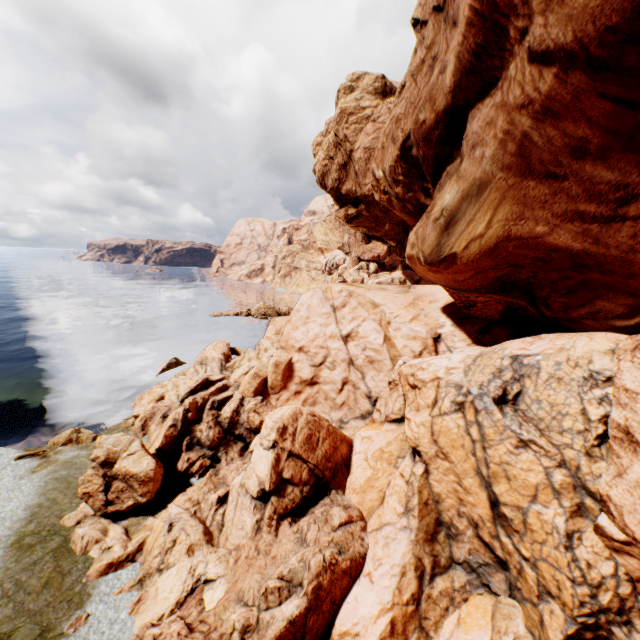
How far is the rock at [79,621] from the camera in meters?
9.9 m

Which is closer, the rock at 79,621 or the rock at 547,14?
the rock at 547,14

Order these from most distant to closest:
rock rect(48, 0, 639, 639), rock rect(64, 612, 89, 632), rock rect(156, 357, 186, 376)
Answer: rock rect(156, 357, 186, 376) < rock rect(64, 612, 89, 632) < rock rect(48, 0, 639, 639)

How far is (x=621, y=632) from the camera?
7.0 meters

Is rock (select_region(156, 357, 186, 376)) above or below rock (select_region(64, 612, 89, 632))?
below

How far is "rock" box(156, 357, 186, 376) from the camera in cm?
3228

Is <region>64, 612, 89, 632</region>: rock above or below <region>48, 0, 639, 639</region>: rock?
below
